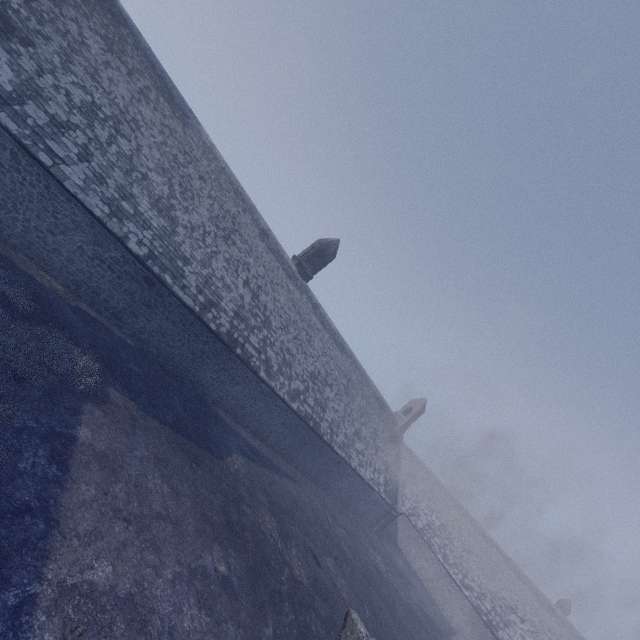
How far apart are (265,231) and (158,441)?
14.65m

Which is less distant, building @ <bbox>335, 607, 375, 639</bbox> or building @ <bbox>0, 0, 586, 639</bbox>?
building @ <bbox>335, 607, 375, 639</bbox>

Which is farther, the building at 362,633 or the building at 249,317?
the building at 249,317
